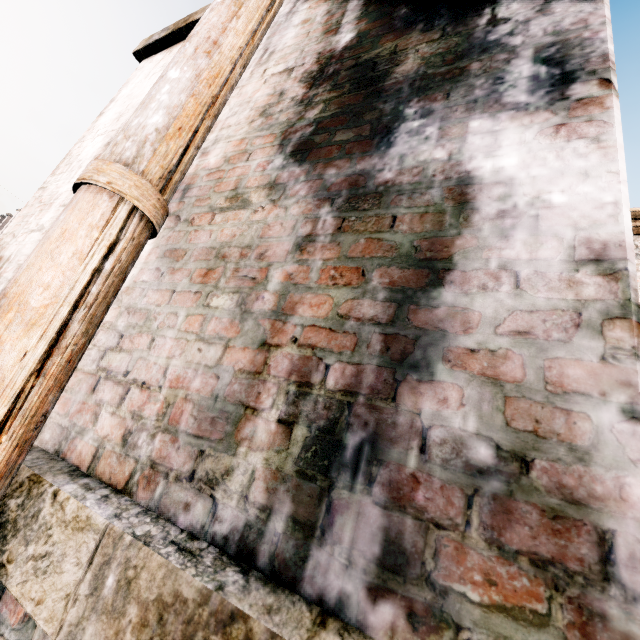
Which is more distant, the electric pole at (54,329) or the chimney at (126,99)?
the chimney at (126,99)

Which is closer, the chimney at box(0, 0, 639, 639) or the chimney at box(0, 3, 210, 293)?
the chimney at box(0, 0, 639, 639)

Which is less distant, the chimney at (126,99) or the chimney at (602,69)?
the chimney at (602,69)

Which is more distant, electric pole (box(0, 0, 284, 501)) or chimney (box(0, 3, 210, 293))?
chimney (box(0, 3, 210, 293))

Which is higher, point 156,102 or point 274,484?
point 156,102
